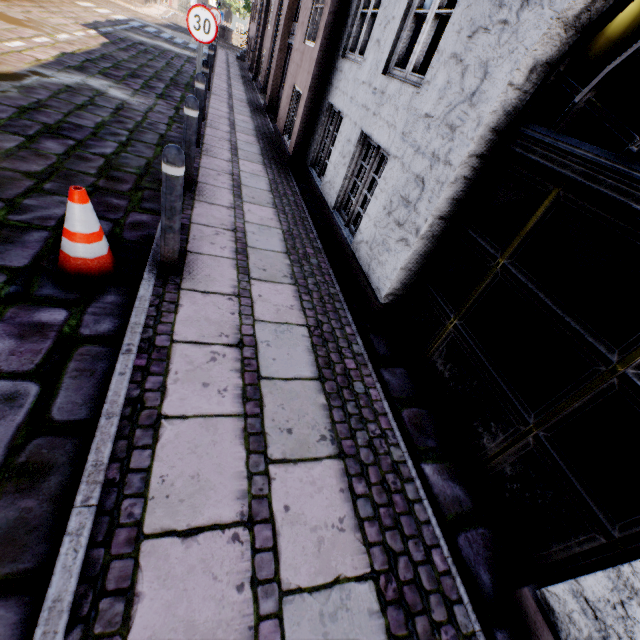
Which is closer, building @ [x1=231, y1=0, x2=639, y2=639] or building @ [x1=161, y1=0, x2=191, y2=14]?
building @ [x1=231, y1=0, x2=639, y2=639]

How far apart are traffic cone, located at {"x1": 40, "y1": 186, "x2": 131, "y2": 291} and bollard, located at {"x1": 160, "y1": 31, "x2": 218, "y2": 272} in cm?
175

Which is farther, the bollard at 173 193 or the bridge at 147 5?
the bridge at 147 5

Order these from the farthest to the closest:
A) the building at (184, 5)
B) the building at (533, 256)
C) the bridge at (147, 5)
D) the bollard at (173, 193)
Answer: the building at (184, 5), the bridge at (147, 5), the bollard at (173, 193), the building at (533, 256)

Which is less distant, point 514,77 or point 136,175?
point 514,77

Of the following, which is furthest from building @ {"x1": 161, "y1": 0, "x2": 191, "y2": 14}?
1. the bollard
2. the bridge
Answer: the bridge

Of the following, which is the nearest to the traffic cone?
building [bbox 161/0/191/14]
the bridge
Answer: building [bbox 161/0/191/14]

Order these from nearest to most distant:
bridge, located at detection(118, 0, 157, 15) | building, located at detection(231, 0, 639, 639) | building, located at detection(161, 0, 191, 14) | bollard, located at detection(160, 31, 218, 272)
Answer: building, located at detection(231, 0, 639, 639)
bollard, located at detection(160, 31, 218, 272)
bridge, located at detection(118, 0, 157, 15)
building, located at detection(161, 0, 191, 14)
